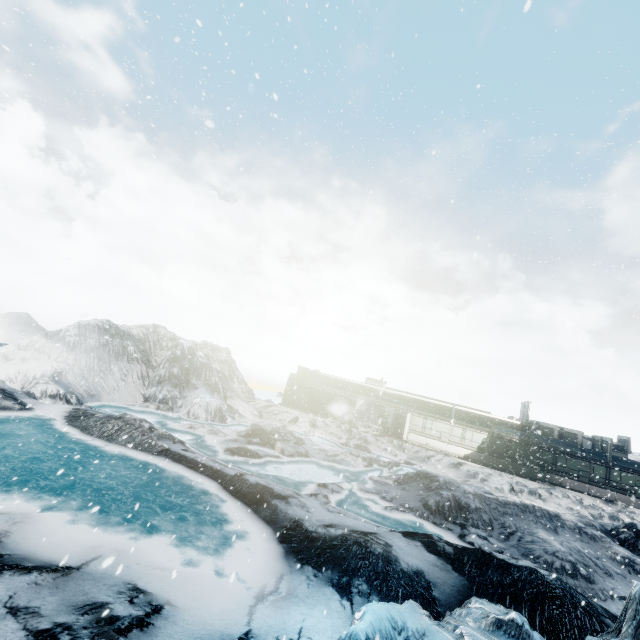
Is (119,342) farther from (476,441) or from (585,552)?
(476,441)
